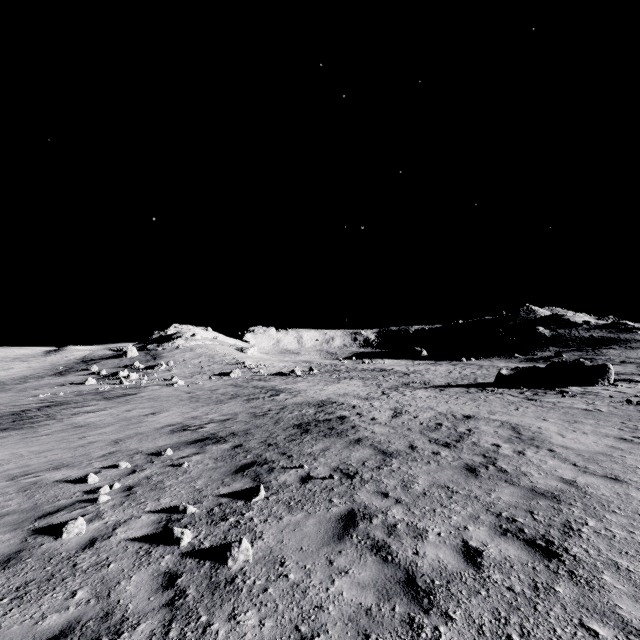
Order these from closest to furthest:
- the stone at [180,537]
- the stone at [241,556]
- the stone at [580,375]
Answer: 1. the stone at [241,556]
2. the stone at [180,537]
3. the stone at [580,375]

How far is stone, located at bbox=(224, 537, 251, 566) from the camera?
4.5 meters

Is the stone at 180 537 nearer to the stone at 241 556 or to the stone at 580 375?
the stone at 241 556

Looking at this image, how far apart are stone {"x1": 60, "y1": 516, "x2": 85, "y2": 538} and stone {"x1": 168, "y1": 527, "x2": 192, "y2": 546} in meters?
1.6

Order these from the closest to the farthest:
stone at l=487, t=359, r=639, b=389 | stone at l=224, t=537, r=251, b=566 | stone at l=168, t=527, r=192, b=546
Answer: stone at l=224, t=537, r=251, b=566, stone at l=168, t=527, r=192, b=546, stone at l=487, t=359, r=639, b=389

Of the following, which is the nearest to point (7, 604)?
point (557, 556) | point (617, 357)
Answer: point (557, 556)

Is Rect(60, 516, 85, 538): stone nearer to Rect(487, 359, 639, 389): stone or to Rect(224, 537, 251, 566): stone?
Rect(224, 537, 251, 566): stone
